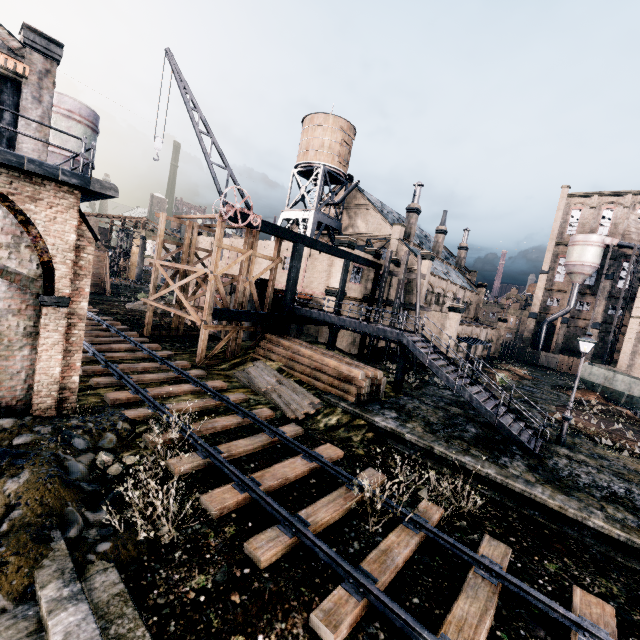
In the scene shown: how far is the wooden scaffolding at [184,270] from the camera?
20.2 meters

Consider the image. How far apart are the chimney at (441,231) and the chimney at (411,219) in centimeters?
945cm

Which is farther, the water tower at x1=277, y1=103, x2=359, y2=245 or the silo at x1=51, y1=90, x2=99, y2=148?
the water tower at x1=277, y1=103, x2=359, y2=245

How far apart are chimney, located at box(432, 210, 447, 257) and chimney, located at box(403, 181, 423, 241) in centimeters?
945cm

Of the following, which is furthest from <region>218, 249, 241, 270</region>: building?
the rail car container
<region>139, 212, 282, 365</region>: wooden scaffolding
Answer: the rail car container

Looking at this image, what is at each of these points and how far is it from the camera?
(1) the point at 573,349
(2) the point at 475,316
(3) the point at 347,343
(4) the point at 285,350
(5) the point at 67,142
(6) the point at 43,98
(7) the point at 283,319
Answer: (1) building, 59.0m
(2) building, 58.9m
(3) building, 32.2m
(4) wood pile, 21.0m
(5) silo, 25.4m
(6) building, 18.6m
(7) building structure, 23.8m

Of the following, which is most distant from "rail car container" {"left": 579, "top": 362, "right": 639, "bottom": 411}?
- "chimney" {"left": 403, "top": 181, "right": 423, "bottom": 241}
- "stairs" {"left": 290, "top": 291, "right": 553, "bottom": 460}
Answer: "stairs" {"left": 290, "top": 291, "right": 553, "bottom": 460}

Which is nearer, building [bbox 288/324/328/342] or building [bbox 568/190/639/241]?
building [bbox 288/324/328/342]
